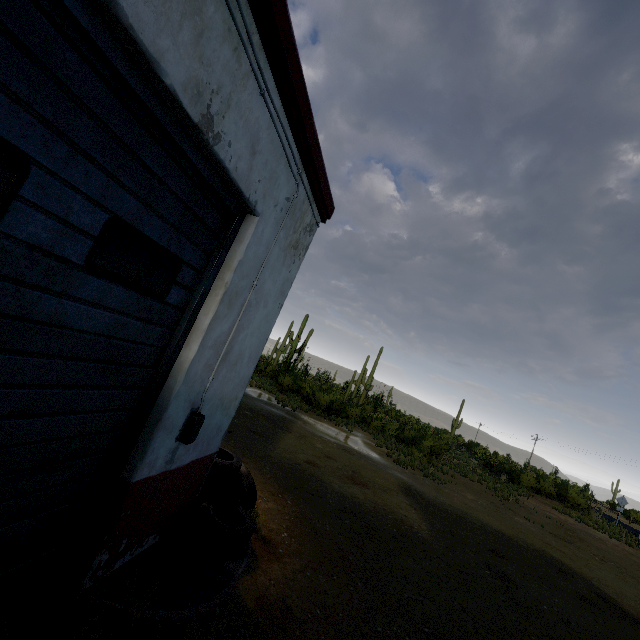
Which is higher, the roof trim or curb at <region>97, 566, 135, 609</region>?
the roof trim

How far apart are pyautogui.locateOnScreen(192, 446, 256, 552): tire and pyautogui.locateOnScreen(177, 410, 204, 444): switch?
1.15m

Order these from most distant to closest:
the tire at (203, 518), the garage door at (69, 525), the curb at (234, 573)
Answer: the tire at (203, 518) < the curb at (234, 573) < the garage door at (69, 525)

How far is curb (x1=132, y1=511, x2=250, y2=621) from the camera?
2.6m

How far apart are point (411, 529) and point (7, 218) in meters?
8.3

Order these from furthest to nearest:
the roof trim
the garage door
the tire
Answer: the tire → the roof trim → the garage door

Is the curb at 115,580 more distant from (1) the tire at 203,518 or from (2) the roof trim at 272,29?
(2) the roof trim at 272,29

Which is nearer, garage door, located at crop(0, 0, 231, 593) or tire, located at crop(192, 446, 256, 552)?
garage door, located at crop(0, 0, 231, 593)
